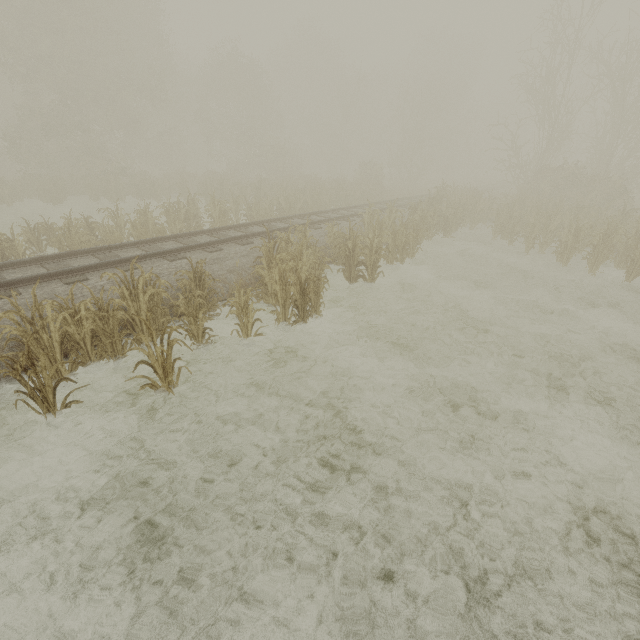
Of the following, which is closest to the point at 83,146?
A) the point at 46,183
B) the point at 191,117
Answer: the point at 46,183
